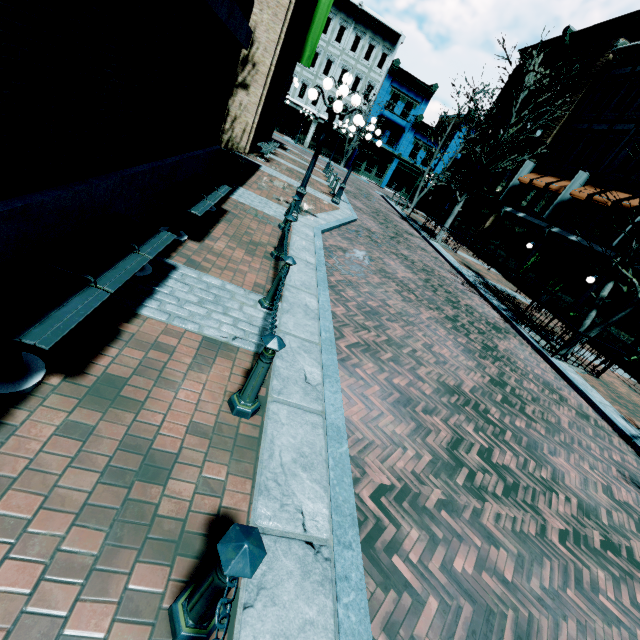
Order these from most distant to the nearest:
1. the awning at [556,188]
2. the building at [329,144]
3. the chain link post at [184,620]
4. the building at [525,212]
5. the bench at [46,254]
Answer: the building at [329,144], the awning at [556,188], the building at [525,212], the bench at [46,254], the chain link post at [184,620]

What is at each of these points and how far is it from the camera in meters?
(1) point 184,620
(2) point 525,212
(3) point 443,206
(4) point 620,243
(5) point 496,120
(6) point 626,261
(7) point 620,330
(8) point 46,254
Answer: (1) chain link post, 1.7
(2) building, 21.6
(3) building, 31.7
(4) banner, 14.5
(5) building, 28.5
(6) tree, 9.2
(7) building, 14.0
(8) bench, 2.7

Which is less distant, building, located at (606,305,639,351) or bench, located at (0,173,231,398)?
bench, located at (0,173,231,398)

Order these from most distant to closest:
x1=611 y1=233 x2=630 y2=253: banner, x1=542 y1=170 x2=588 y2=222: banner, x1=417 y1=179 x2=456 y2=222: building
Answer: x1=417 y1=179 x2=456 y2=222: building, x1=542 y1=170 x2=588 y2=222: banner, x1=611 y1=233 x2=630 y2=253: banner

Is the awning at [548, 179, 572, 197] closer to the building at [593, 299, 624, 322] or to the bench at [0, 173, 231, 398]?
the building at [593, 299, 624, 322]

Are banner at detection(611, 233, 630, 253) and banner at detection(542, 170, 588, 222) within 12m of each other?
yes

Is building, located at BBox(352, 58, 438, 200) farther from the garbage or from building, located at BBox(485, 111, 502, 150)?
the garbage

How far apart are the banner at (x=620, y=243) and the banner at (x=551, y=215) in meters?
4.8 m
